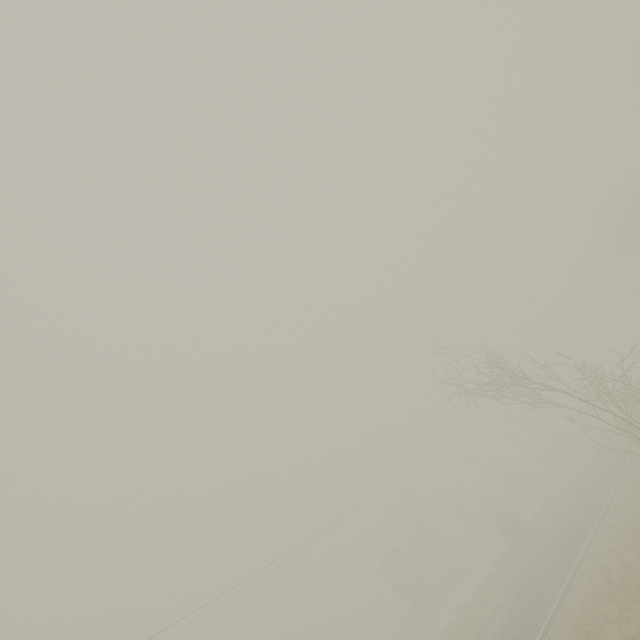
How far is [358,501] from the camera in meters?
→ 29.8 m
